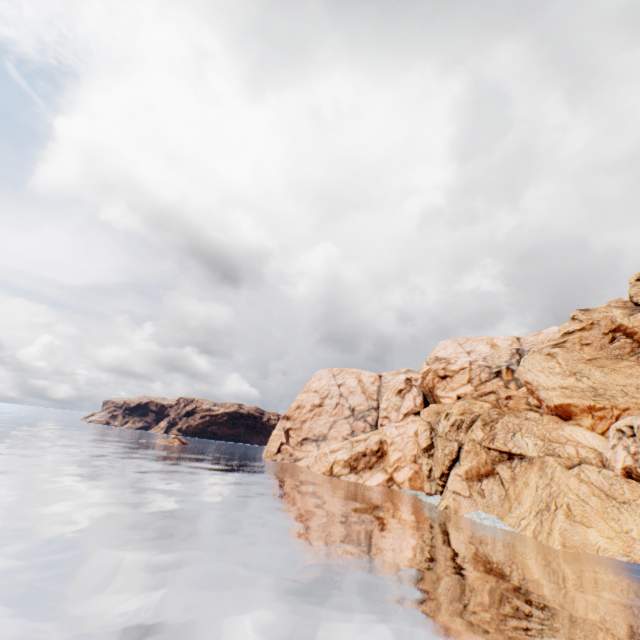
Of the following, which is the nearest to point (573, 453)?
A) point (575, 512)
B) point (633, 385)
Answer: point (575, 512)
